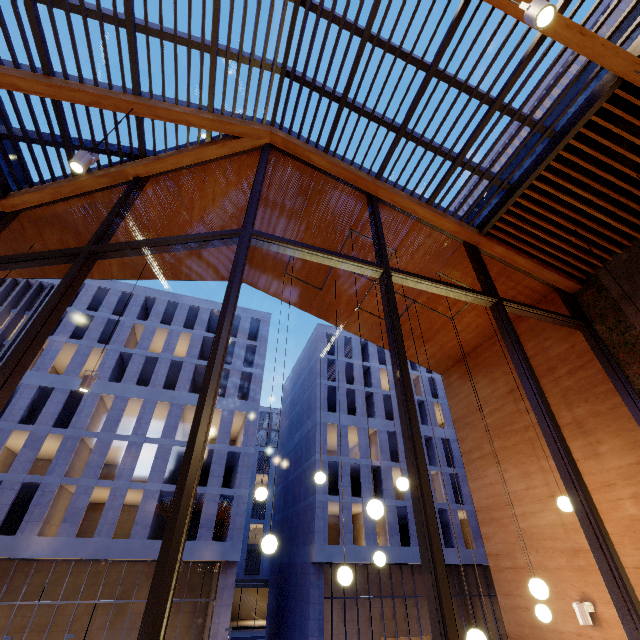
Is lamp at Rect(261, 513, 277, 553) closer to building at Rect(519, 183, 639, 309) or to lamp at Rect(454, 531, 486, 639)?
lamp at Rect(454, 531, 486, 639)

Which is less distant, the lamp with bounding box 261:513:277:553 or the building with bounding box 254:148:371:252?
the lamp with bounding box 261:513:277:553

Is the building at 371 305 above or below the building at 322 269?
A: below

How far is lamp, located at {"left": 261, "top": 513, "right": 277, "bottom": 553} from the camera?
3.8 meters

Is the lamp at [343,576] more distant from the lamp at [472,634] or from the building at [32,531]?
the building at [32,531]

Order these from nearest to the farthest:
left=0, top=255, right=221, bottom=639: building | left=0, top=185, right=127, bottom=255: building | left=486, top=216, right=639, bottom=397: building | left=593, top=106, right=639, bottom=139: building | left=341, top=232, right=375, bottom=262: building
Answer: left=593, top=106, right=639, bottom=139: building, left=486, top=216, right=639, bottom=397: building, left=0, top=185, right=127, bottom=255: building, left=341, top=232, right=375, bottom=262: building, left=0, top=255, right=221, bottom=639: building

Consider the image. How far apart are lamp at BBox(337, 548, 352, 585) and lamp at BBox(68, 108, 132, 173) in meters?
5.2

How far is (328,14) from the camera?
4.48m
